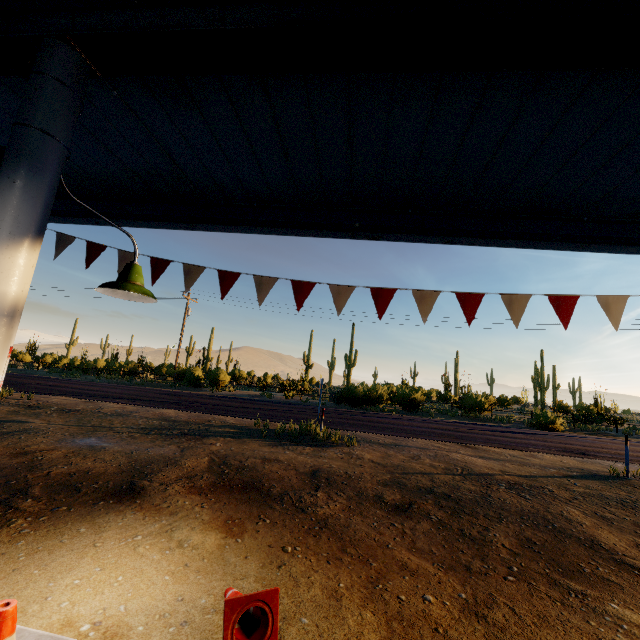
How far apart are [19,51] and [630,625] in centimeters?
714cm

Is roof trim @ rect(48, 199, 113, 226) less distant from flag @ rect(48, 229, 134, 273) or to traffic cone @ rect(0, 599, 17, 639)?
flag @ rect(48, 229, 134, 273)

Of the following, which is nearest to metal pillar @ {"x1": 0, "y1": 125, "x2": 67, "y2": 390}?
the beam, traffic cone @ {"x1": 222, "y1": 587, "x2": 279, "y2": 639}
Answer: the beam

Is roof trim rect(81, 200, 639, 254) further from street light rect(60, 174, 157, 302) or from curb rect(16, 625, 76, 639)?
curb rect(16, 625, 76, 639)

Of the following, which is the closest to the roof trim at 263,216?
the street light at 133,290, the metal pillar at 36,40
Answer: the street light at 133,290

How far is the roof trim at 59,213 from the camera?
4.61m

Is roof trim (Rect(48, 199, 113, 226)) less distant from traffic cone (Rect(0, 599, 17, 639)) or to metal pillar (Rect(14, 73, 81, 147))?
metal pillar (Rect(14, 73, 81, 147))

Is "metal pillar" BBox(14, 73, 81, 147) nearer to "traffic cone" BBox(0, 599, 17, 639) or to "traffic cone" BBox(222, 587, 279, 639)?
"traffic cone" BBox(0, 599, 17, 639)
